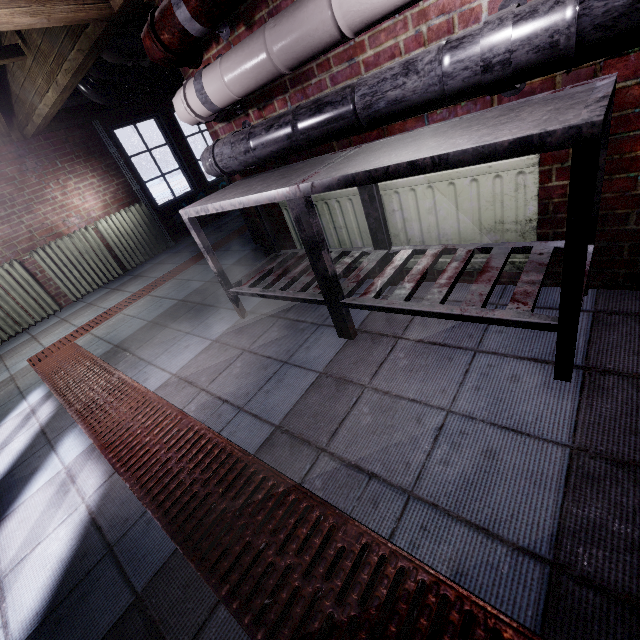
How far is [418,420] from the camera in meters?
1.2

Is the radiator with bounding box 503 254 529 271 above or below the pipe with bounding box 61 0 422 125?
below

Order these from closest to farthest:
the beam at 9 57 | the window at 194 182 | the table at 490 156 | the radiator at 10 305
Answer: the table at 490 156, the beam at 9 57, the radiator at 10 305, the window at 194 182

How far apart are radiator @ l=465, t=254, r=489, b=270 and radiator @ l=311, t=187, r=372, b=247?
0.1m

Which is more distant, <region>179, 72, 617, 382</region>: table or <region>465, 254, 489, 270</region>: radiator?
<region>465, 254, 489, 270</region>: radiator

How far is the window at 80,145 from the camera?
4.4m

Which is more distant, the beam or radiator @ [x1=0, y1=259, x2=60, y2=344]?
radiator @ [x1=0, y1=259, x2=60, y2=344]

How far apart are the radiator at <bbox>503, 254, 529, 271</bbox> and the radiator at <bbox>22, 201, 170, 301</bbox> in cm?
471
